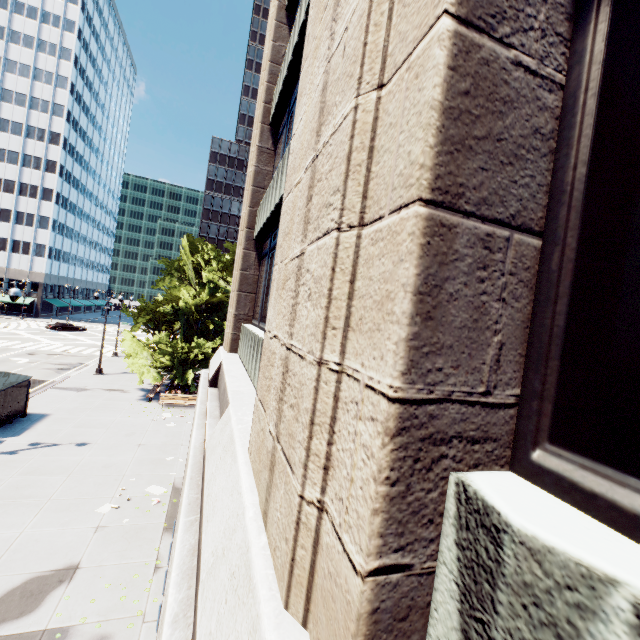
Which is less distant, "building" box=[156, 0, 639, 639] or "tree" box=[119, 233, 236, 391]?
"building" box=[156, 0, 639, 639]

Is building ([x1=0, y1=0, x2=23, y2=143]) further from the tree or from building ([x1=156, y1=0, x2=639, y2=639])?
building ([x1=156, y1=0, x2=639, y2=639])

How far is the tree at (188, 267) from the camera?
23.8 meters

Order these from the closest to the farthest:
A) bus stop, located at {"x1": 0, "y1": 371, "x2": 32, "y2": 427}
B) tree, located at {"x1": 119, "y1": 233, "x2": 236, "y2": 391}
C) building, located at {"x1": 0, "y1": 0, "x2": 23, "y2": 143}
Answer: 1. bus stop, located at {"x1": 0, "y1": 371, "x2": 32, "y2": 427}
2. tree, located at {"x1": 119, "y1": 233, "x2": 236, "y2": 391}
3. building, located at {"x1": 0, "y1": 0, "x2": 23, "y2": 143}

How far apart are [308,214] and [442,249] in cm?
132

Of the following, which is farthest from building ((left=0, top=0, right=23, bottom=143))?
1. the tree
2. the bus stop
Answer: the bus stop

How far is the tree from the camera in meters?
23.8 m

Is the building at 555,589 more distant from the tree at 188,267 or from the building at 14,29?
the building at 14,29
